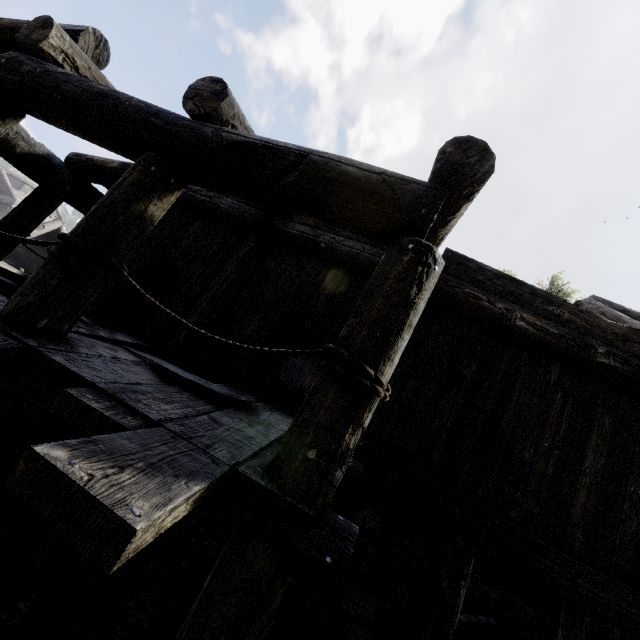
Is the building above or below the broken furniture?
above

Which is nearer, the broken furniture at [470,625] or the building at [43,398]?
the building at [43,398]

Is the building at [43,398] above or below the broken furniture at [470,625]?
above

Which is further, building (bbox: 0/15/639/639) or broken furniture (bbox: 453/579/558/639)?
broken furniture (bbox: 453/579/558/639)

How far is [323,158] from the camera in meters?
2.4
